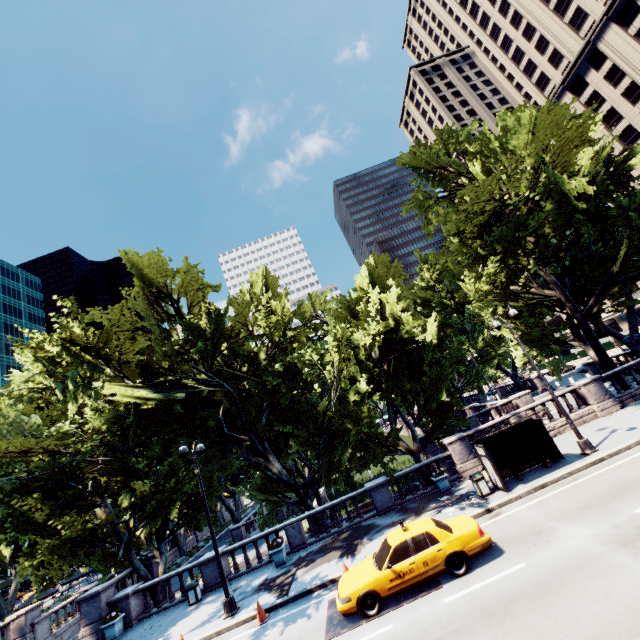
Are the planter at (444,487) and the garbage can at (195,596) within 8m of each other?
no

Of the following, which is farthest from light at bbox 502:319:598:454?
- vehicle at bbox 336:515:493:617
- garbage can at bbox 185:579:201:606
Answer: garbage can at bbox 185:579:201:606

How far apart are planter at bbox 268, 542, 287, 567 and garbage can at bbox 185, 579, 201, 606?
4.2m

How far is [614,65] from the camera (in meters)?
48.72

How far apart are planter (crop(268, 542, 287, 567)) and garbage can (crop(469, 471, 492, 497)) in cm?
1041

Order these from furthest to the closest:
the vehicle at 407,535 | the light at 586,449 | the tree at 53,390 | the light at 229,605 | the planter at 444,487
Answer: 1. the planter at 444,487
2. the tree at 53,390
3. the light at 586,449
4. the light at 229,605
5. the vehicle at 407,535

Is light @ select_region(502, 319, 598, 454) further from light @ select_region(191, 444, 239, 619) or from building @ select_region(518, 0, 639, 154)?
building @ select_region(518, 0, 639, 154)

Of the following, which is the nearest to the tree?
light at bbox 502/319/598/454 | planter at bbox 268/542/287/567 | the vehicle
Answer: planter at bbox 268/542/287/567
